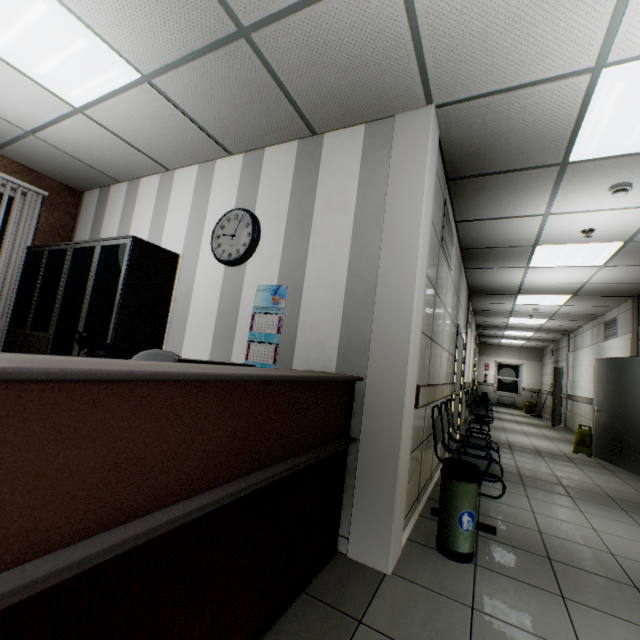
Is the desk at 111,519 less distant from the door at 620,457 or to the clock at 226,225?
the clock at 226,225

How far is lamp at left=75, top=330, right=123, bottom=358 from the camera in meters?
1.2

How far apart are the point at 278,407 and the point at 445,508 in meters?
1.7 m

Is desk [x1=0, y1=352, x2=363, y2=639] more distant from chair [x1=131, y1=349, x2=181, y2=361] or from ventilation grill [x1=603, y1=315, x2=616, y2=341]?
ventilation grill [x1=603, y1=315, x2=616, y2=341]

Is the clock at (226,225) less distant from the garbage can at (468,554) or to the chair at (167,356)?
the chair at (167,356)

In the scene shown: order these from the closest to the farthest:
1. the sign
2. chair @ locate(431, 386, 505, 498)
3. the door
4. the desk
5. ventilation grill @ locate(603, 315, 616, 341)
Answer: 1. the desk
2. chair @ locate(431, 386, 505, 498)
3. the door
4. the sign
5. ventilation grill @ locate(603, 315, 616, 341)

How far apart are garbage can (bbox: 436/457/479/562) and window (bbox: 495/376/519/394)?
17.41m

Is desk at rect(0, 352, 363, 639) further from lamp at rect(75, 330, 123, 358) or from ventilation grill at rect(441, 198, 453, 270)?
ventilation grill at rect(441, 198, 453, 270)
